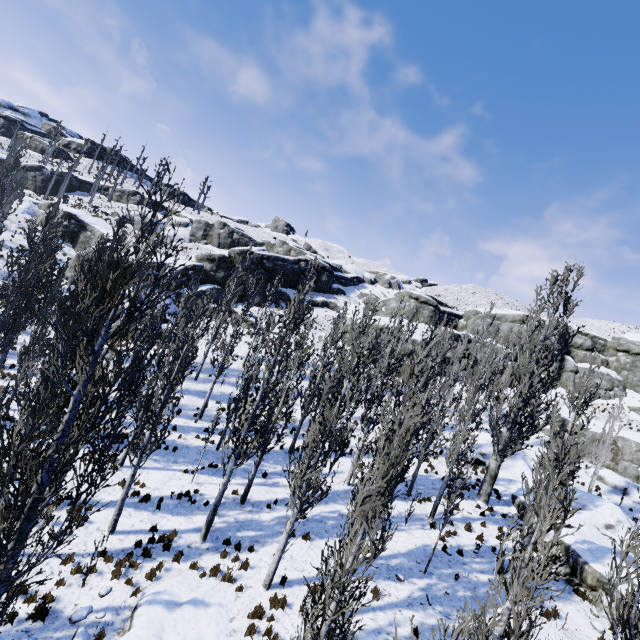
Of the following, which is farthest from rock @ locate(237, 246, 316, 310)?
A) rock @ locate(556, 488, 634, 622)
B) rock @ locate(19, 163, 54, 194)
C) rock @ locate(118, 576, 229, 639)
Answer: rock @ locate(118, 576, 229, 639)

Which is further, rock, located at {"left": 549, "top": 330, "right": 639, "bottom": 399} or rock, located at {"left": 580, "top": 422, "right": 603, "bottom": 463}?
rock, located at {"left": 549, "top": 330, "right": 639, "bottom": 399}

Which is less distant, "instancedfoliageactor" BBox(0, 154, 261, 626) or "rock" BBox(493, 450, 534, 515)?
"instancedfoliageactor" BBox(0, 154, 261, 626)

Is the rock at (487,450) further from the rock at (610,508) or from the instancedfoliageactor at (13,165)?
the rock at (610,508)

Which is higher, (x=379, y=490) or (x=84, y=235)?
(x=84, y=235)

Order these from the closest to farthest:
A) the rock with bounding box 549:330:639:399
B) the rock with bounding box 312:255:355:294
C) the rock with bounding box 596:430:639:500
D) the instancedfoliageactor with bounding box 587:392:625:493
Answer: the instancedfoliageactor with bounding box 587:392:625:493 < the rock with bounding box 596:430:639:500 < the rock with bounding box 549:330:639:399 < the rock with bounding box 312:255:355:294

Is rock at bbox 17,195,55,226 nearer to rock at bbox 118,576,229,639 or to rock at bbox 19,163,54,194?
rock at bbox 19,163,54,194

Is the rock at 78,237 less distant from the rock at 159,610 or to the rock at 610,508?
the rock at 610,508
